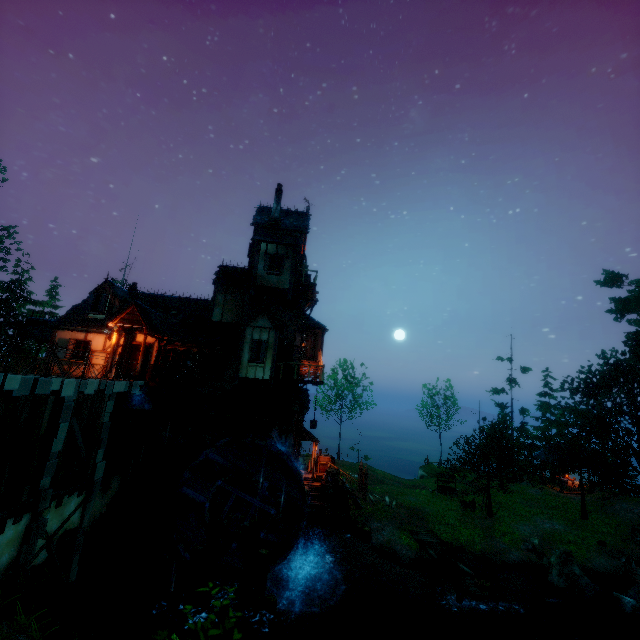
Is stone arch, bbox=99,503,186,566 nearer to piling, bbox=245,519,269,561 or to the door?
piling, bbox=245,519,269,561

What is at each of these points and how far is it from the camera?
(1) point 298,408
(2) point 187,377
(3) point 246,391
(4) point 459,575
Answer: (1) tower, 18.9m
(2) box, 18.3m
(3) tower, 19.7m
(4) wooden platform, 16.5m

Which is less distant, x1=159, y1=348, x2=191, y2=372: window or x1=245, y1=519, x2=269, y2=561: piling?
x1=245, y1=519, x2=269, y2=561: piling

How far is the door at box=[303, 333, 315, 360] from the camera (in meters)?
24.47

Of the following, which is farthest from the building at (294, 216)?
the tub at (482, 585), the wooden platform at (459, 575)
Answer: the tub at (482, 585)

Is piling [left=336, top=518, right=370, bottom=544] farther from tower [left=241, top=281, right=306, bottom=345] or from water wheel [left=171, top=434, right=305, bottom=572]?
water wheel [left=171, top=434, right=305, bottom=572]

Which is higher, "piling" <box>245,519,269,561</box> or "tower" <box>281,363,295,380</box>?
"tower" <box>281,363,295,380</box>

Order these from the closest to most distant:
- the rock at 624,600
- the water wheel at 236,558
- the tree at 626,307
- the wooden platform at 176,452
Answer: the water wheel at 236,558 < the rock at 624,600 < the wooden platform at 176,452 < the tree at 626,307
